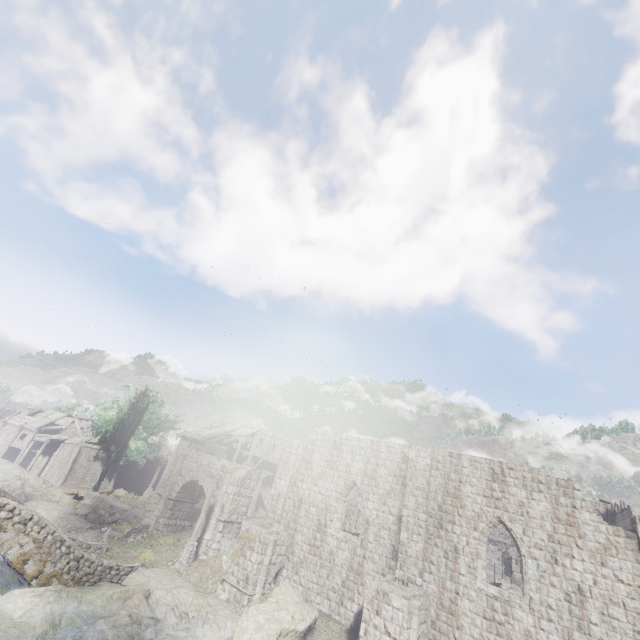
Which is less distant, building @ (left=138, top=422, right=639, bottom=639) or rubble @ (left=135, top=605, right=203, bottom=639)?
building @ (left=138, top=422, right=639, bottom=639)

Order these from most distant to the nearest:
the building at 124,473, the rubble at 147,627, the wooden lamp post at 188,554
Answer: the building at 124,473, the wooden lamp post at 188,554, the rubble at 147,627

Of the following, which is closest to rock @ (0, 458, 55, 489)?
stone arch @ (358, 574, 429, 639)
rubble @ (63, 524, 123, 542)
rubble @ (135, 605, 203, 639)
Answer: rubble @ (63, 524, 123, 542)

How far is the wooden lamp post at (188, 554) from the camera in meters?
20.8

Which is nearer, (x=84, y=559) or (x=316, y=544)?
(x=84, y=559)

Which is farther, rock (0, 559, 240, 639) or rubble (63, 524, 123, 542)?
rubble (63, 524, 123, 542)

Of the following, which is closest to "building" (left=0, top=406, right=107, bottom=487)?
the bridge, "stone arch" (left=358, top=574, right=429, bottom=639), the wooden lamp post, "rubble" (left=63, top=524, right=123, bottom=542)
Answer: "stone arch" (left=358, top=574, right=429, bottom=639)

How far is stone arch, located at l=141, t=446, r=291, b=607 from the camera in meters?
18.8
